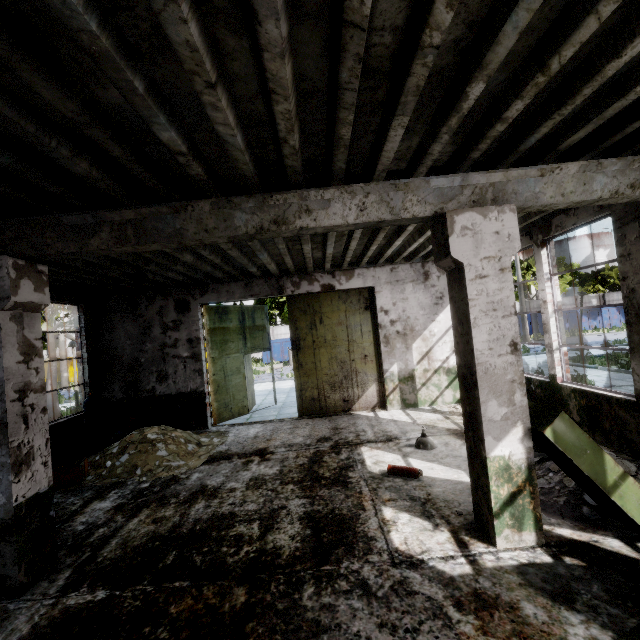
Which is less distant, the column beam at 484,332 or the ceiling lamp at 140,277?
the column beam at 484,332

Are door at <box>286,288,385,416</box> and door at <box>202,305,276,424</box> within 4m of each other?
yes

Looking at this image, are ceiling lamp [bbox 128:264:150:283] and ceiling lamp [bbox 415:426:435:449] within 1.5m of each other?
no

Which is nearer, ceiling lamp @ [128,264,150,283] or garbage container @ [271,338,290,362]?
ceiling lamp @ [128,264,150,283]

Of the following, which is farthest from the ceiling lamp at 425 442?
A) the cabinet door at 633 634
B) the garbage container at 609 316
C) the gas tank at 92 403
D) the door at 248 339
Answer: the garbage container at 609 316

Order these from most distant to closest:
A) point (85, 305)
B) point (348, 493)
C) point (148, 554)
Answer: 1. point (85, 305)
2. point (348, 493)
3. point (148, 554)

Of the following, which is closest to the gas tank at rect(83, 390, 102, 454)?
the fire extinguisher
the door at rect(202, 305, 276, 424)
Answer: the door at rect(202, 305, 276, 424)

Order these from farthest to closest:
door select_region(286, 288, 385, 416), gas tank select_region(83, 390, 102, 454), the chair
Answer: door select_region(286, 288, 385, 416) → gas tank select_region(83, 390, 102, 454) → the chair
